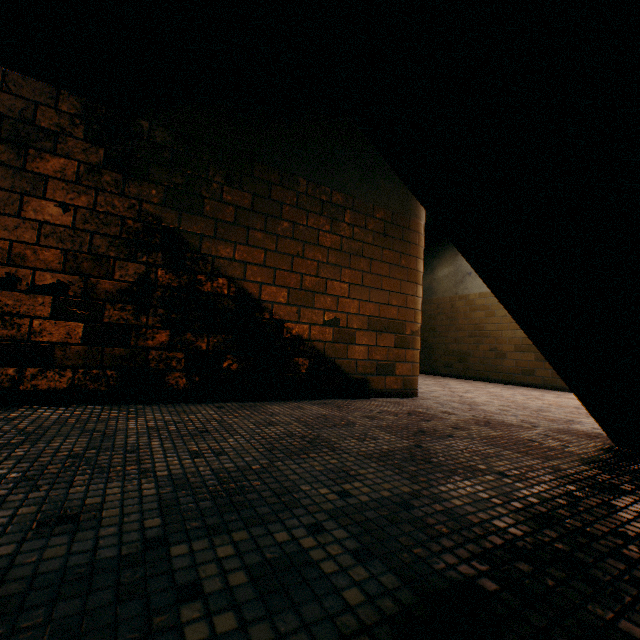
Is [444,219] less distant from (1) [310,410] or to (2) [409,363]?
(1) [310,410]
